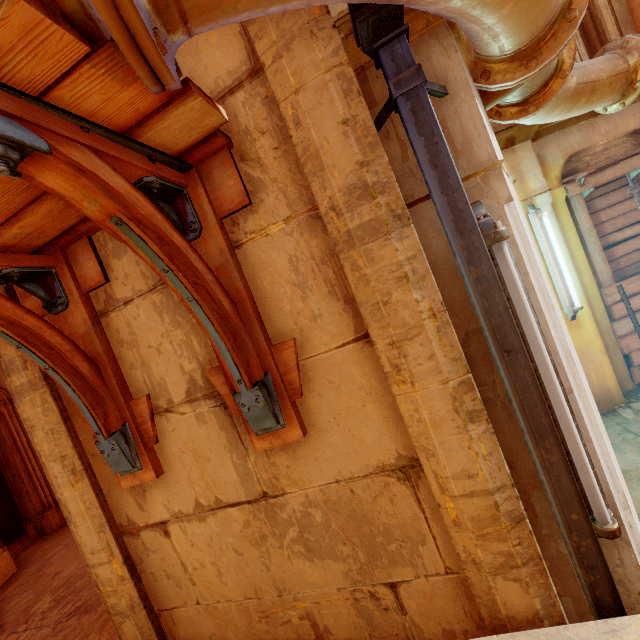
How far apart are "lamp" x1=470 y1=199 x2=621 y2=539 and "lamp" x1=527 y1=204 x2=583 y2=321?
3.3 meters

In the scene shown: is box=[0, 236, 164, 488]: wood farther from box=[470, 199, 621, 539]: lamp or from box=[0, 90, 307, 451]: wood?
box=[470, 199, 621, 539]: lamp

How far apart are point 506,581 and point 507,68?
2.8m

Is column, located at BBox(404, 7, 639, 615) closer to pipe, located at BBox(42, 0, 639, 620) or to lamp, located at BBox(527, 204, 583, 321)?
pipe, located at BBox(42, 0, 639, 620)

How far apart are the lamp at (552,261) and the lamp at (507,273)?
3.3 meters

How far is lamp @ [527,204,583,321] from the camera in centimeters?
418cm

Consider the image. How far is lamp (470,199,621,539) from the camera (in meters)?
1.44

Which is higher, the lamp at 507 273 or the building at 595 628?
the lamp at 507 273
